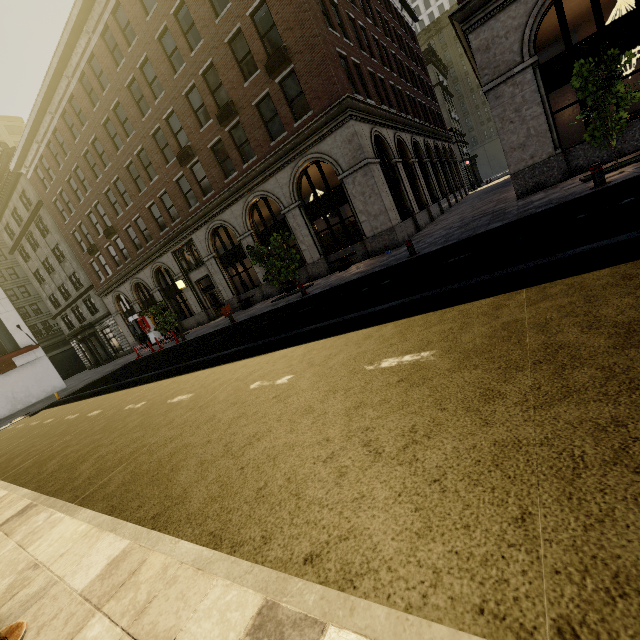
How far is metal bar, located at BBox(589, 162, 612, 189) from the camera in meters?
7.9

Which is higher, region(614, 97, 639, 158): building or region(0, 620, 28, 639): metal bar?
region(614, 97, 639, 158): building

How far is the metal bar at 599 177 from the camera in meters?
7.9 m

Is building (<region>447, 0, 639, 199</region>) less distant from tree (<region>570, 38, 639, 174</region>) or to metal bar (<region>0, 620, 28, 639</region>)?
tree (<region>570, 38, 639, 174</region>)

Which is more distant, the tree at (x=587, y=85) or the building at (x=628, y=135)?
the building at (x=628, y=135)

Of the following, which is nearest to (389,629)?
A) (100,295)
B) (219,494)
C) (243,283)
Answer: (219,494)
